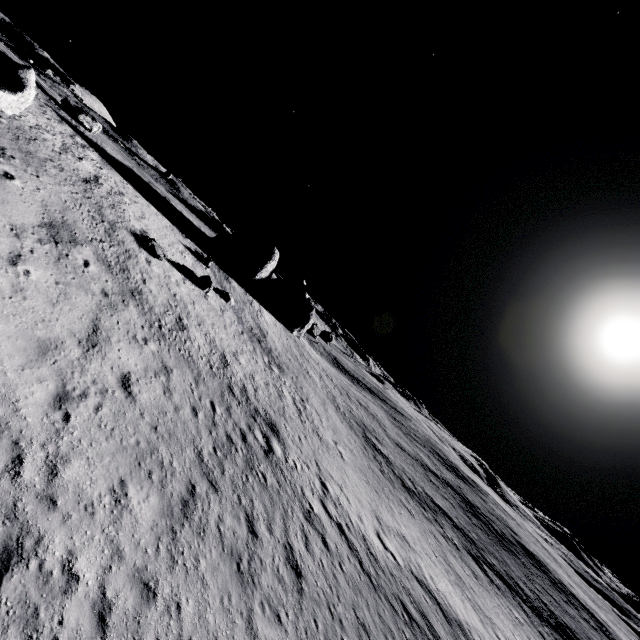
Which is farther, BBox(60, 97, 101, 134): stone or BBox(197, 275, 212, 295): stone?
BBox(60, 97, 101, 134): stone

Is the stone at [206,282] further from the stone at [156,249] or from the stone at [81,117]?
the stone at [81,117]

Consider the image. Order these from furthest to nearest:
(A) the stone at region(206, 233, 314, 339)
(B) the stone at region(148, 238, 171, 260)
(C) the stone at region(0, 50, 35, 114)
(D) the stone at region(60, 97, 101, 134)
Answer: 1. (A) the stone at region(206, 233, 314, 339)
2. (D) the stone at region(60, 97, 101, 134)
3. (B) the stone at region(148, 238, 171, 260)
4. (C) the stone at region(0, 50, 35, 114)

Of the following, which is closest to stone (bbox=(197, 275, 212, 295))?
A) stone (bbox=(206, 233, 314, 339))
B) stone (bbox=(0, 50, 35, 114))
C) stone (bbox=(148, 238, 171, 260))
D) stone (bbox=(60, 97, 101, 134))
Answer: stone (bbox=(148, 238, 171, 260))

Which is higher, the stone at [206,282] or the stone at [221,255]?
the stone at [221,255]

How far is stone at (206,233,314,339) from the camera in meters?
41.2

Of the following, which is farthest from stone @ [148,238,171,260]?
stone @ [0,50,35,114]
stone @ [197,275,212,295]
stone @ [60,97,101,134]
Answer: stone @ [60,97,101,134]

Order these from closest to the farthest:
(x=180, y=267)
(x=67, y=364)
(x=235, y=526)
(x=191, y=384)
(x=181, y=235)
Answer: (x=67, y=364), (x=235, y=526), (x=191, y=384), (x=180, y=267), (x=181, y=235)
